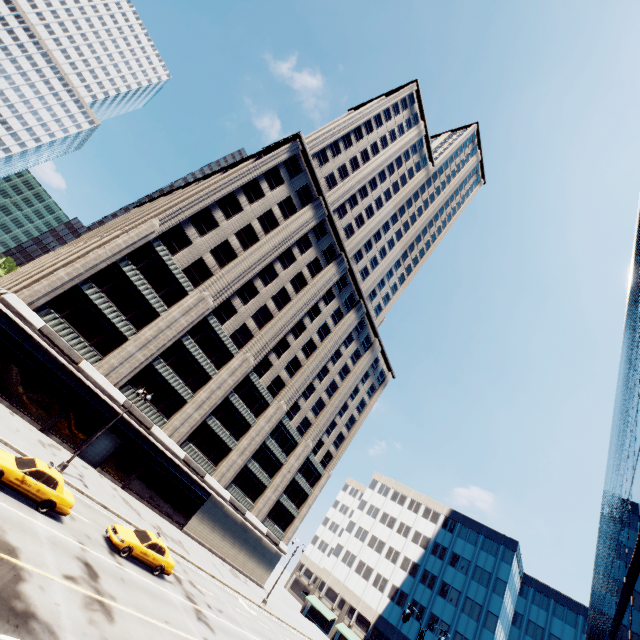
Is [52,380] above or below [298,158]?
below

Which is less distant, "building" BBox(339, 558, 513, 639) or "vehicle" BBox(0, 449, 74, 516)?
"vehicle" BBox(0, 449, 74, 516)

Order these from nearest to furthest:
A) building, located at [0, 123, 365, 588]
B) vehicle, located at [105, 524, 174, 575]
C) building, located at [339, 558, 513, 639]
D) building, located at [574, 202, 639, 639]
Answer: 1. building, located at [574, 202, 639, 639]
2. vehicle, located at [105, 524, 174, 575]
3. building, located at [0, 123, 365, 588]
4. building, located at [339, 558, 513, 639]

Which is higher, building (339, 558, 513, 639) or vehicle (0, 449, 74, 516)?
building (339, 558, 513, 639)

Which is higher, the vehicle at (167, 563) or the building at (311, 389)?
the building at (311, 389)

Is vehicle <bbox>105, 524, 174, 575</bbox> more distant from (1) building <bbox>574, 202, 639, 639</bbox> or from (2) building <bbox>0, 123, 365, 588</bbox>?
(1) building <bbox>574, 202, 639, 639</bbox>

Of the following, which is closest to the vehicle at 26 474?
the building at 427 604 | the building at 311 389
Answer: the building at 311 389

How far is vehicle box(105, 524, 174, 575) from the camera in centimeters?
1864cm
